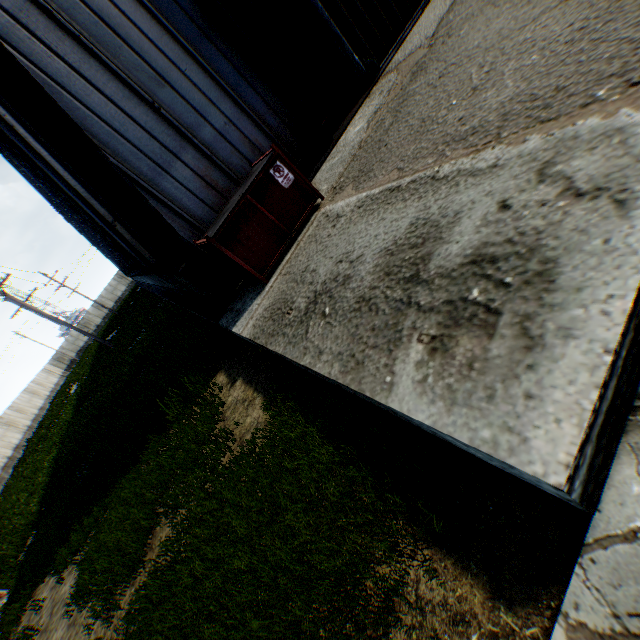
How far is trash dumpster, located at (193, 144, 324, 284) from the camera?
5.1m

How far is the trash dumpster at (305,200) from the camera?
5.1 meters

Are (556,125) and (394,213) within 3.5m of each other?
yes
